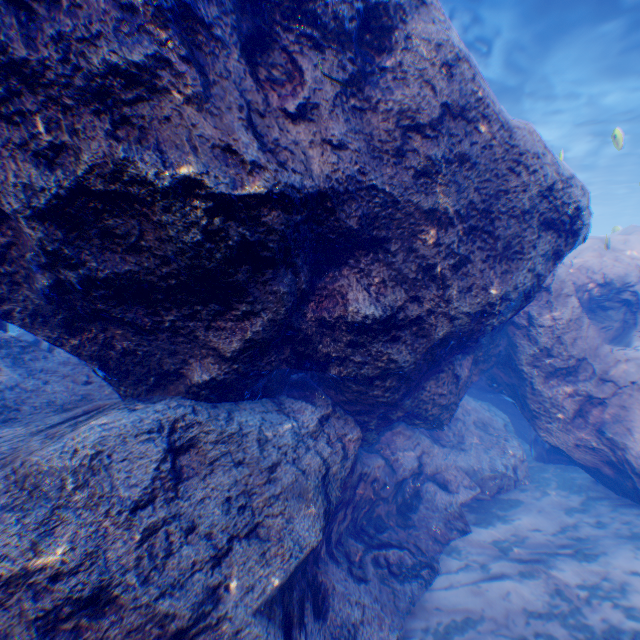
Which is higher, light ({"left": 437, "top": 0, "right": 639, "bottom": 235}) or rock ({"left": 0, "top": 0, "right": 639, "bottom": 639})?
light ({"left": 437, "top": 0, "right": 639, "bottom": 235})

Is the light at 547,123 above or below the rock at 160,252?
above

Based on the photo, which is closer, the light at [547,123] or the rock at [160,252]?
the rock at [160,252]

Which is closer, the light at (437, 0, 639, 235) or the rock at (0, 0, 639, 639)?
the rock at (0, 0, 639, 639)

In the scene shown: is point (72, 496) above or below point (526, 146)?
below
